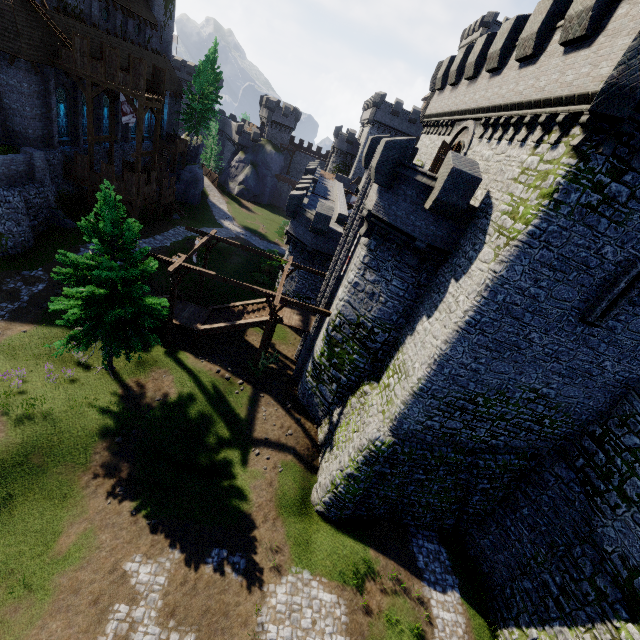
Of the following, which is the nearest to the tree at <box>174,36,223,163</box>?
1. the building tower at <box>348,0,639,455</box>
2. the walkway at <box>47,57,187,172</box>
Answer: the walkway at <box>47,57,187,172</box>

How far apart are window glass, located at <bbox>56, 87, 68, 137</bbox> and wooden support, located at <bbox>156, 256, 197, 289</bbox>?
18.9m

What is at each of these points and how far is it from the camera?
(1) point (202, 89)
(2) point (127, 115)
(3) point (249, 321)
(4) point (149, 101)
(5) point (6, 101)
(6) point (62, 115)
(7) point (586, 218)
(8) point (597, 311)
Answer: (1) tree, 42.5m
(2) flag, 27.4m
(3) stairs, 22.0m
(4) walkway, 25.7m
(5) building, 23.2m
(6) window glass, 26.6m
(7) building tower, 10.0m
(8) window slit, 11.3m

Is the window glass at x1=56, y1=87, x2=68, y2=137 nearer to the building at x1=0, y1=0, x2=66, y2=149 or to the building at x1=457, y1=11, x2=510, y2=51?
the building at x1=0, y1=0, x2=66, y2=149

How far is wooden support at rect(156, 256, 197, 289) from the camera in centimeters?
1808cm

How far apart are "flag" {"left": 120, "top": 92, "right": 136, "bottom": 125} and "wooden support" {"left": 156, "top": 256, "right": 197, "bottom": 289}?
16.8m

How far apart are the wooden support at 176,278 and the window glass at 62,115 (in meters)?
18.87

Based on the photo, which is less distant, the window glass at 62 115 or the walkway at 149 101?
the walkway at 149 101
